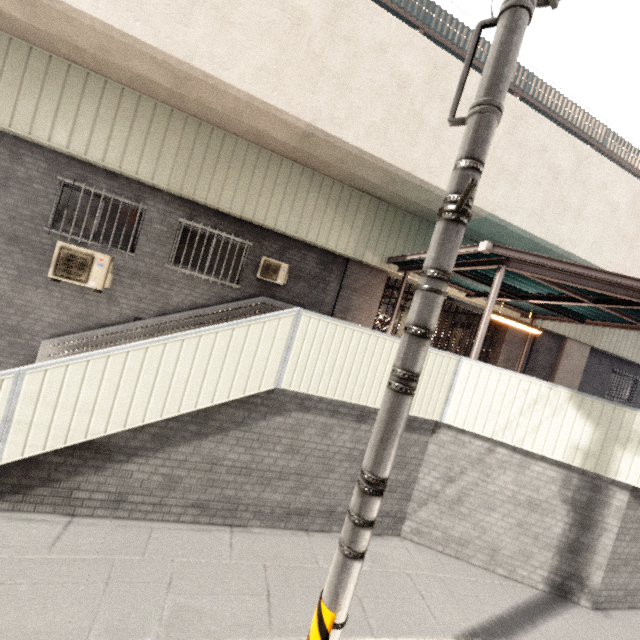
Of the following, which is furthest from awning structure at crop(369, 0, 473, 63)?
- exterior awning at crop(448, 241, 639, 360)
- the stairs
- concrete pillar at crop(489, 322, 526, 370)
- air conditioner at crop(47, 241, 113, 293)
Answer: air conditioner at crop(47, 241, 113, 293)

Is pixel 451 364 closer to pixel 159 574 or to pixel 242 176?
pixel 159 574

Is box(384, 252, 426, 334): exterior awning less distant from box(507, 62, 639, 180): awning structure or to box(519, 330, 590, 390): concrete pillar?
box(519, 330, 590, 390): concrete pillar

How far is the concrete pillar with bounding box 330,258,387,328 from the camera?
9.5 meters

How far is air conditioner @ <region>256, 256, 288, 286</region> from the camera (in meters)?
8.57

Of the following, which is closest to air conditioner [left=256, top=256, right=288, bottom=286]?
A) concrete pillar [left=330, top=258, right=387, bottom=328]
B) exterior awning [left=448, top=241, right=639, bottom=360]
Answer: concrete pillar [left=330, top=258, right=387, bottom=328]

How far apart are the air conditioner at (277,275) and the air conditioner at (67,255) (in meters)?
3.34

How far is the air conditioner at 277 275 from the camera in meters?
8.6 m
